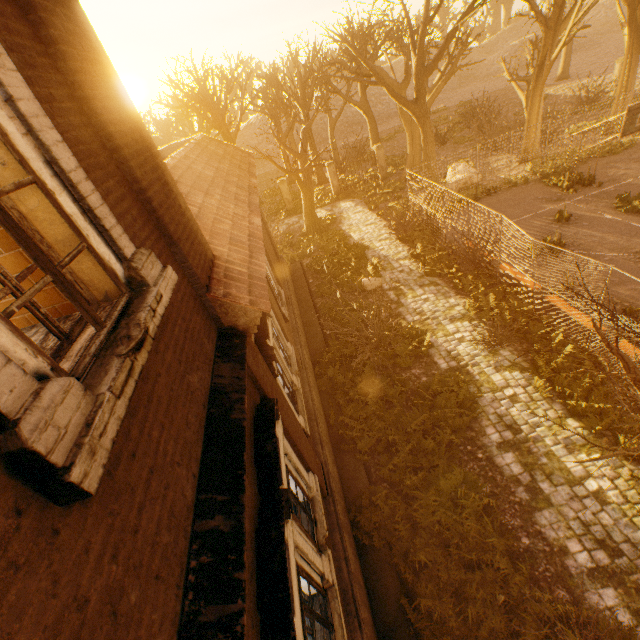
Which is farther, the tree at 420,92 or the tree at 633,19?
the tree at 633,19

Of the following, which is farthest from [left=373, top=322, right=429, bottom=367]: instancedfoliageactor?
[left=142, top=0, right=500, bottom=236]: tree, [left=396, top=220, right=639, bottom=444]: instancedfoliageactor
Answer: [left=142, top=0, right=500, bottom=236]: tree

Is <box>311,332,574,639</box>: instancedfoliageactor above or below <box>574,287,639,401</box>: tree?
below

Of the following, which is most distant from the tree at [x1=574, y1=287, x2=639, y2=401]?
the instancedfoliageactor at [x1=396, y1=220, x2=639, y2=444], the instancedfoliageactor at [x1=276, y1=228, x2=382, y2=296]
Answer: the instancedfoliageactor at [x1=276, y1=228, x2=382, y2=296]

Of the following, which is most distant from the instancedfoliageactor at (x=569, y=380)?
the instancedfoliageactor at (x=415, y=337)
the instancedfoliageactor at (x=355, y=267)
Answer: the instancedfoliageactor at (x=355, y=267)

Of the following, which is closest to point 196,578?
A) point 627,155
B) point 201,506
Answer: point 201,506

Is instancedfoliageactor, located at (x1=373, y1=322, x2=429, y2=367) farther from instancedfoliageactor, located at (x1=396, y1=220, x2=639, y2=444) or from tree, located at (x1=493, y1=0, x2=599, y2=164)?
tree, located at (x1=493, y1=0, x2=599, y2=164)
